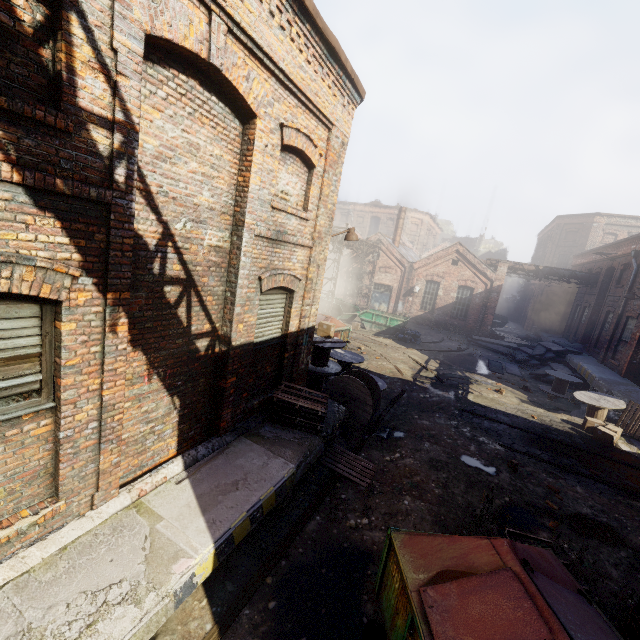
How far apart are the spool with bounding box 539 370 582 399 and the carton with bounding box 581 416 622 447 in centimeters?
382cm

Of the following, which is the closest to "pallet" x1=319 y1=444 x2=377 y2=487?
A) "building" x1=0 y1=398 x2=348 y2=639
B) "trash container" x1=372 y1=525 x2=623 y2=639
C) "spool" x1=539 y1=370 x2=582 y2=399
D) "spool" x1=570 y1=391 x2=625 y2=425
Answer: "building" x1=0 y1=398 x2=348 y2=639

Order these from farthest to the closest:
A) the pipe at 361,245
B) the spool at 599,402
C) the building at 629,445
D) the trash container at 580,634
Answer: the pipe at 361,245 → the spool at 599,402 → the building at 629,445 → the trash container at 580,634

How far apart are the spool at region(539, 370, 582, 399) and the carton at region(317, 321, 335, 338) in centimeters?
1208cm

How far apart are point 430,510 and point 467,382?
9.7 meters

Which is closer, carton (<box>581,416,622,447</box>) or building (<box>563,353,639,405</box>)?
carton (<box>581,416,622,447</box>)

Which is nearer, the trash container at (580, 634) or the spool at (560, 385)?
the trash container at (580, 634)

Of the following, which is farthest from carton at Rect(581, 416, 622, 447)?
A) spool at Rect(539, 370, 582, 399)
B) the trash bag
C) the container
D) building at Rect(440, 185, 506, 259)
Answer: building at Rect(440, 185, 506, 259)
